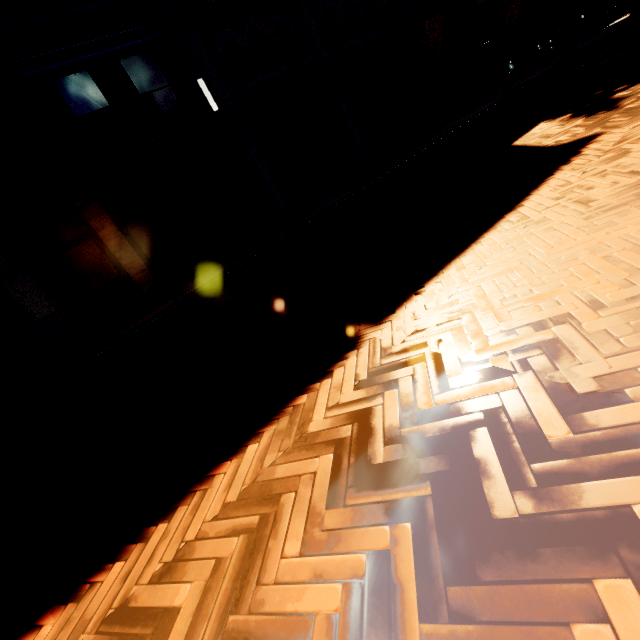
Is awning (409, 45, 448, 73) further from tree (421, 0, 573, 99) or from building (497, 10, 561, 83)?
tree (421, 0, 573, 99)

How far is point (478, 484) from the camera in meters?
1.1 m

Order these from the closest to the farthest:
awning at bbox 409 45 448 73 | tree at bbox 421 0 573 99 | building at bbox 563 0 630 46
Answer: tree at bbox 421 0 573 99, awning at bbox 409 45 448 73, building at bbox 563 0 630 46

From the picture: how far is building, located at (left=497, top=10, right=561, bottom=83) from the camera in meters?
19.0 m

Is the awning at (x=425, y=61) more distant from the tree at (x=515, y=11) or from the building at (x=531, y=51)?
the tree at (x=515, y=11)

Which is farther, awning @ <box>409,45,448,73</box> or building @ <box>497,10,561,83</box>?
building @ <box>497,10,561,83</box>

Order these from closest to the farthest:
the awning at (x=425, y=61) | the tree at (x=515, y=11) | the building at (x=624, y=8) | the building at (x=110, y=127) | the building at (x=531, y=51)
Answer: the building at (x=110, y=127), the tree at (x=515, y=11), the awning at (x=425, y=61), the building at (x=531, y=51), the building at (x=624, y=8)

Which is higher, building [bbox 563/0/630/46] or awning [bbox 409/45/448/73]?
awning [bbox 409/45/448/73]
